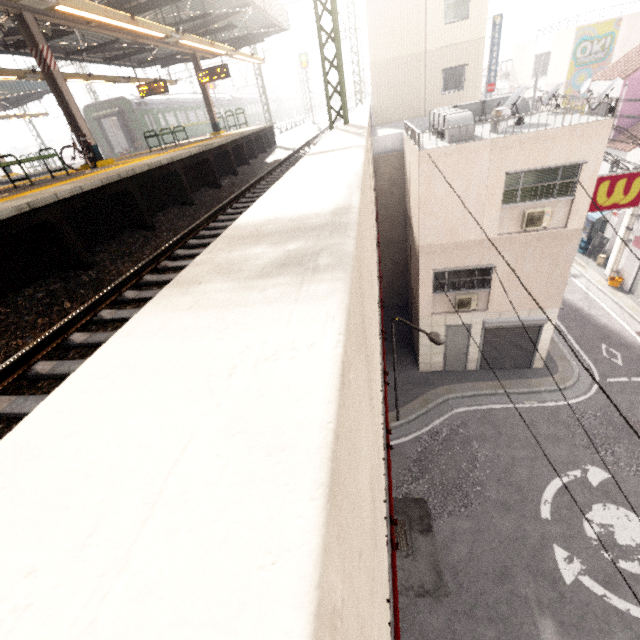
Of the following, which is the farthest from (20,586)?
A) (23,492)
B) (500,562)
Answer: (500,562)

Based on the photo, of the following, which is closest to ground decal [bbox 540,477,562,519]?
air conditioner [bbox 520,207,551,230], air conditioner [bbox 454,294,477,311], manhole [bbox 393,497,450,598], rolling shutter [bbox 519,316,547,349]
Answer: manhole [bbox 393,497,450,598]

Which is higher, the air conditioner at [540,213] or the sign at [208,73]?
the sign at [208,73]

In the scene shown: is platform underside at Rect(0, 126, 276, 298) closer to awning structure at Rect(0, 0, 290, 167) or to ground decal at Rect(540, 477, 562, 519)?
awning structure at Rect(0, 0, 290, 167)

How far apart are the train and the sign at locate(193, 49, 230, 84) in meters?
10.7

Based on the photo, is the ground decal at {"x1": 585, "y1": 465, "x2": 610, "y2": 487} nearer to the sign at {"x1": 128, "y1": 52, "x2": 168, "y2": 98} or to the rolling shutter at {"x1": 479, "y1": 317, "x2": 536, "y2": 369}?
the rolling shutter at {"x1": 479, "y1": 317, "x2": 536, "y2": 369}

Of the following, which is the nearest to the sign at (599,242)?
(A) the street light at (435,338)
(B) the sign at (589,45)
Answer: (B) the sign at (589,45)

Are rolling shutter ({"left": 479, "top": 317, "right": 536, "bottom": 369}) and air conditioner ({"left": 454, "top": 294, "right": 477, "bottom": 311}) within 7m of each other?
yes
